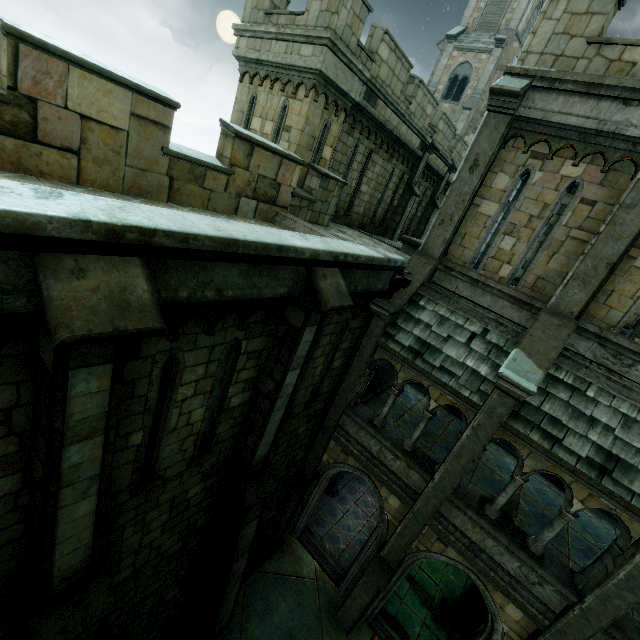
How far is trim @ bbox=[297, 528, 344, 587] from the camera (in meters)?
10.75

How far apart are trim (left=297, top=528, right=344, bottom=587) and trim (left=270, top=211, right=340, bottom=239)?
9.97m

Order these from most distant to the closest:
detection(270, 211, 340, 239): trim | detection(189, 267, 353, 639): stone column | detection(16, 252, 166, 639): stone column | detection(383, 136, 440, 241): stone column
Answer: detection(383, 136, 440, 241): stone column, detection(270, 211, 340, 239): trim, detection(189, 267, 353, 639): stone column, detection(16, 252, 166, 639): stone column

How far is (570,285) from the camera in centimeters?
673cm

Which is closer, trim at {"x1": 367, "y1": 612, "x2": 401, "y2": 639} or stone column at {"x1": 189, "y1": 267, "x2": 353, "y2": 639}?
stone column at {"x1": 189, "y1": 267, "x2": 353, "y2": 639}

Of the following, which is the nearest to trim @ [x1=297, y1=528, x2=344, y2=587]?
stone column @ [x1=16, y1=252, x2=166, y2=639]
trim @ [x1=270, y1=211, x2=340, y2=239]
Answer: stone column @ [x1=16, y1=252, x2=166, y2=639]

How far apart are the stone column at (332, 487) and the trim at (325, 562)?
1.9 meters

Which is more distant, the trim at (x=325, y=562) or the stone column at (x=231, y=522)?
the trim at (x=325, y=562)
